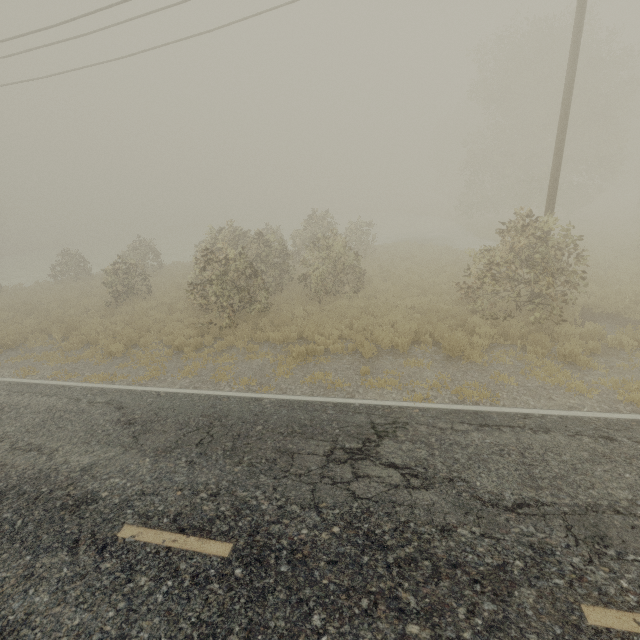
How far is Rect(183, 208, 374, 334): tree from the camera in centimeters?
1214cm

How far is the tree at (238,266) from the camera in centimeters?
1214cm

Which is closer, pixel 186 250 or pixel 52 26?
pixel 52 26
